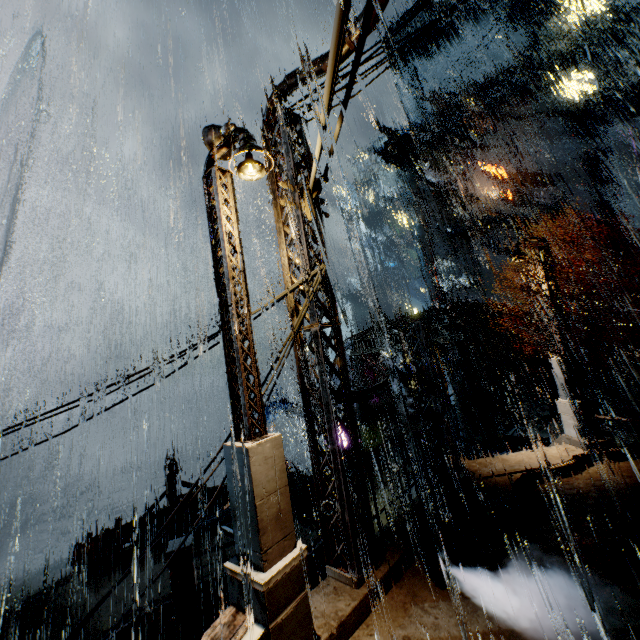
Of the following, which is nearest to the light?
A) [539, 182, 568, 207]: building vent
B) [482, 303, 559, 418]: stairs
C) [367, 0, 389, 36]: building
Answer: [367, 0, 389, 36]: building

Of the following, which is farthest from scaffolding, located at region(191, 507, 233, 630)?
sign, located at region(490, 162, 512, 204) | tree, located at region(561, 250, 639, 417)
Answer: sign, located at region(490, 162, 512, 204)

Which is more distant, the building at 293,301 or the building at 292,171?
the building at 293,301

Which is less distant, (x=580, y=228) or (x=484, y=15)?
(x=580, y=228)

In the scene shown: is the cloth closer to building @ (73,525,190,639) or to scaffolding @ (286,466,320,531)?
building @ (73,525,190,639)

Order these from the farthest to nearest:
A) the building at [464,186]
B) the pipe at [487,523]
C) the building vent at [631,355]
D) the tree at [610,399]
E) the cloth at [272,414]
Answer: the building at [464,186], the cloth at [272,414], the building vent at [631,355], the tree at [610,399], the pipe at [487,523]

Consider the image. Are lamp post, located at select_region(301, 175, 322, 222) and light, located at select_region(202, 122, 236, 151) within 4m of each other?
yes

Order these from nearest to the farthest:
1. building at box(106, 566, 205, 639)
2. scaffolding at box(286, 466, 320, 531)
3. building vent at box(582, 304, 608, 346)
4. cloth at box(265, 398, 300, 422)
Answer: scaffolding at box(286, 466, 320, 531)
building at box(106, 566, 205, 639)
building vent at box(582, 304, 608, 346)
cloth at box(265, 398, 300, 422)
